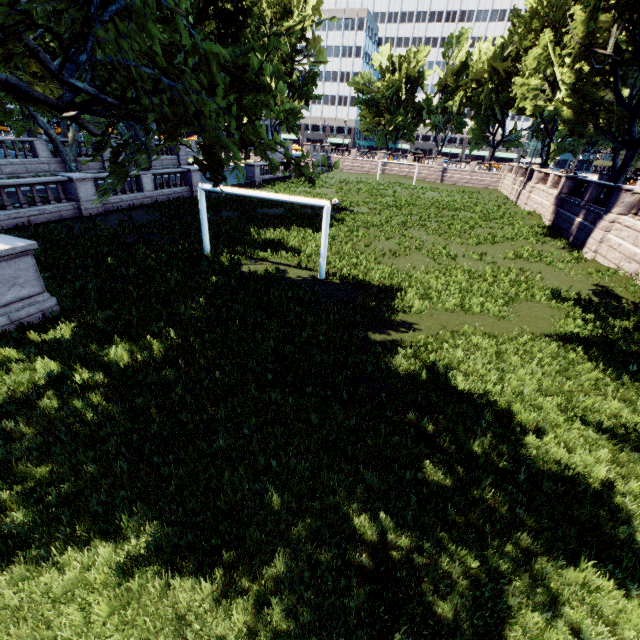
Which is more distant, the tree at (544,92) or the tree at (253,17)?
the tree at (544,92)

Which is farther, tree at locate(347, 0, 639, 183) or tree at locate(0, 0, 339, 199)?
tree at locate(347, 0, 639, 183)

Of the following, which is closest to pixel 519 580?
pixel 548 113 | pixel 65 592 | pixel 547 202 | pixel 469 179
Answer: pixel 65 592
